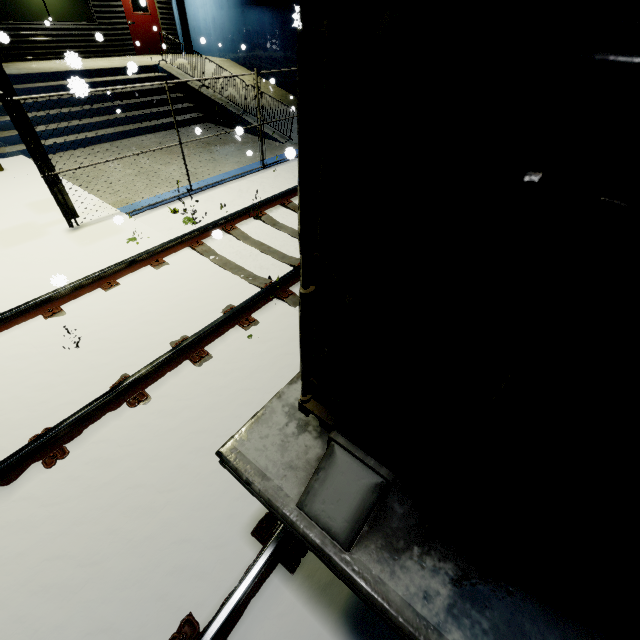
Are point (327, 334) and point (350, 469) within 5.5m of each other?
yes

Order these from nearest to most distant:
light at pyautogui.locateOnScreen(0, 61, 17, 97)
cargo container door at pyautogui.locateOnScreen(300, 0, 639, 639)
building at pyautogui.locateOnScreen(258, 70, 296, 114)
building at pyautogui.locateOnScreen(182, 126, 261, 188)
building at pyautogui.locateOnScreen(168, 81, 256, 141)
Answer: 1. cargo container door at pyautogui.locateOnScreen(300, 0, 639, 639)
2. light at pyautogui.locateOnScreen(0, 61, 17, 97)
3. building at pyautogui.locateOnScreen(182, 126, 261, 188)
4. building at pyautogui.locateOnScreen(168, 81, 256, 141)
5. building at pyautogui.locateOnScreen(258, 70, 296, 114)

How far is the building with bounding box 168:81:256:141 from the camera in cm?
1101

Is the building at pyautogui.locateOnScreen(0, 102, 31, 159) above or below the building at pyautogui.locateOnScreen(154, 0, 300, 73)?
below

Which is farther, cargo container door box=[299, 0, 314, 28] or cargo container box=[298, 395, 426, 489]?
cargo container box=[298, 395, 426, 489]

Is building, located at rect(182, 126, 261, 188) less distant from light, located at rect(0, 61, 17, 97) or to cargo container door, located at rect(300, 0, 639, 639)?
light, located at rect(0, 61, 17, 97)

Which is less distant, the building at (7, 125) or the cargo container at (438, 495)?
the cargo container at (438, 495)
